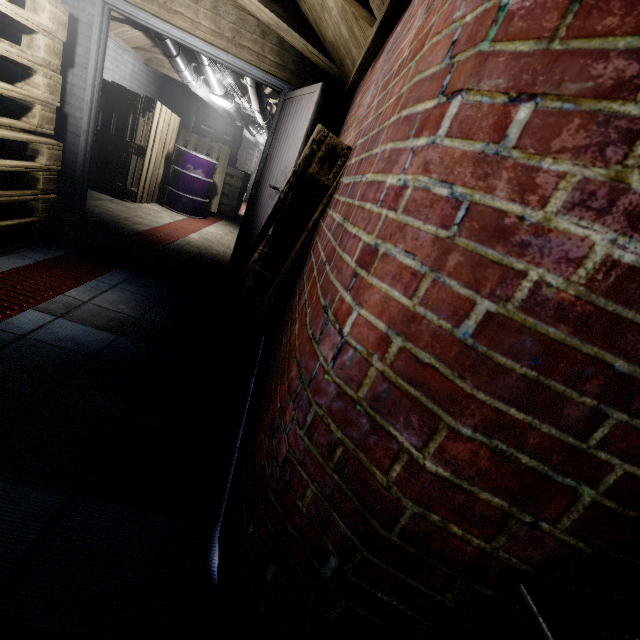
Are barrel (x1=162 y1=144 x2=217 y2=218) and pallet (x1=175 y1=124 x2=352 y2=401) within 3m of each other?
no

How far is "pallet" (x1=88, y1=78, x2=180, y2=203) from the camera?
4.6m

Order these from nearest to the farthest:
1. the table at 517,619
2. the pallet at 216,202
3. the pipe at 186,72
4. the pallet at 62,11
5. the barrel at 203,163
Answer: the table at 517,619 → the pallet at 62,11 → the pipe at 186,72 → the barrel at 203,163 → the pallet at 216,202

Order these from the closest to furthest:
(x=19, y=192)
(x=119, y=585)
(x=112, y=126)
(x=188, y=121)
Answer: (x=119, y=585) < (x=19, y=192) < (x=112, y=126) < (x=188, y=121)

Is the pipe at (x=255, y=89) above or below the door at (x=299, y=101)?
above

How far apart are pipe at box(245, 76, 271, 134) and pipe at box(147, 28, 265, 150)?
0.36m

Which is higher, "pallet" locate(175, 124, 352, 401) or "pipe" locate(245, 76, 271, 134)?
"pipe" locate(245, 76, 271, 134)

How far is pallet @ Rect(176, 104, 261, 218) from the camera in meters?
6.5 m
